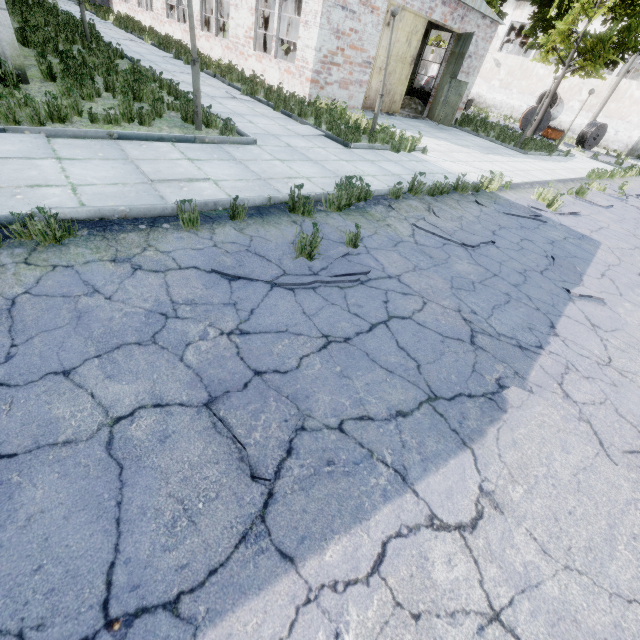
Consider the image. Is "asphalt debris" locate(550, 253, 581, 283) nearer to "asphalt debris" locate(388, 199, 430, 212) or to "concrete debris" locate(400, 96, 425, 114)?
"asphalt debris" locate(388, 199, 430, 212)

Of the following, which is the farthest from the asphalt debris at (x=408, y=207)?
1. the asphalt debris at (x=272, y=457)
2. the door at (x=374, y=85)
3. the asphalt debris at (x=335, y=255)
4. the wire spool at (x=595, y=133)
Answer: the wire spool at (x=595, y=133)

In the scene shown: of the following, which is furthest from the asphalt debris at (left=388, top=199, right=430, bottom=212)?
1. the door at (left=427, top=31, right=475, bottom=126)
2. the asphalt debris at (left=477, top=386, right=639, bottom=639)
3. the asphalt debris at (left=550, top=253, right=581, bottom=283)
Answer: the door at (left=427, top=31, right=475, bottom=126)

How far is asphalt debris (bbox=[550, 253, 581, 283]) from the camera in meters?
5.6

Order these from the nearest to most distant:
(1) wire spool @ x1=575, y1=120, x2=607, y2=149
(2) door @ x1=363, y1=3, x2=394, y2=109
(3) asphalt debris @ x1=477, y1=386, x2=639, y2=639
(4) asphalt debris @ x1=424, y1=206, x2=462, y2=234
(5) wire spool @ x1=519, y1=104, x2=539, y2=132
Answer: (3) asphalt debris @ x1=477, y1=386, x2=639, y2=639, (4) asphalt debris @ x1=424, y1=206, x2=462, y2=234, (2) door @ x1=363, y1=3, x2=394, y2=109, (5) wire spool @ x1=519, y1=104, x2=539, y2=132, (1) wire spool @ x1=575, y1=120, x2=607, y2=149

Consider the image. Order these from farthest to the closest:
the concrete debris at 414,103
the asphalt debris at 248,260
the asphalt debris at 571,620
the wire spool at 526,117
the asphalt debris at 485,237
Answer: the wire spool at 526,117 → the concrete debris at 414,103 → the asphalt debris at 485,237 → the asphalt debris at 248,260 → the asphalt debris at 571,620

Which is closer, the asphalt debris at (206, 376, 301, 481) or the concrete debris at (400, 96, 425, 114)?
the asphalt debris at (206, 376, 301, 481)

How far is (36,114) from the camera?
Result: 5.6m
